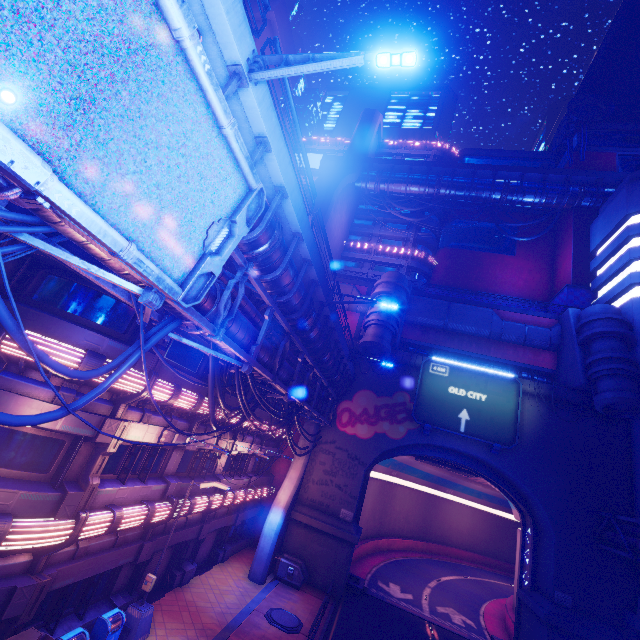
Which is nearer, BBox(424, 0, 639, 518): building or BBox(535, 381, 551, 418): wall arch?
BBox(424, 0, 639, 518): building

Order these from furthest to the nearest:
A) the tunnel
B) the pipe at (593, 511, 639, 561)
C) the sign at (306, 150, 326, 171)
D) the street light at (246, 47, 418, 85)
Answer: the sign at (306, 150, 326, 171) < the tunnel < the pipe at (593, 511, 639, 561) < the street light at (246, 47, 418, 85)

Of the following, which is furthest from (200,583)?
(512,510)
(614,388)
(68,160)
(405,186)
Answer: (405,186)

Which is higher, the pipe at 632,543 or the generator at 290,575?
the pipe at 632,543

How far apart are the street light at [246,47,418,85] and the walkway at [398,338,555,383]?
27.24m

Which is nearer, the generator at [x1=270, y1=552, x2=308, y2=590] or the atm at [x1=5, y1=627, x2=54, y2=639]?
the atm at [x1=5, y1=627, x2=54, y2=639]

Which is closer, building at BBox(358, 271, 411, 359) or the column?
the column

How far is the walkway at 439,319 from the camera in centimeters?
2870cm
